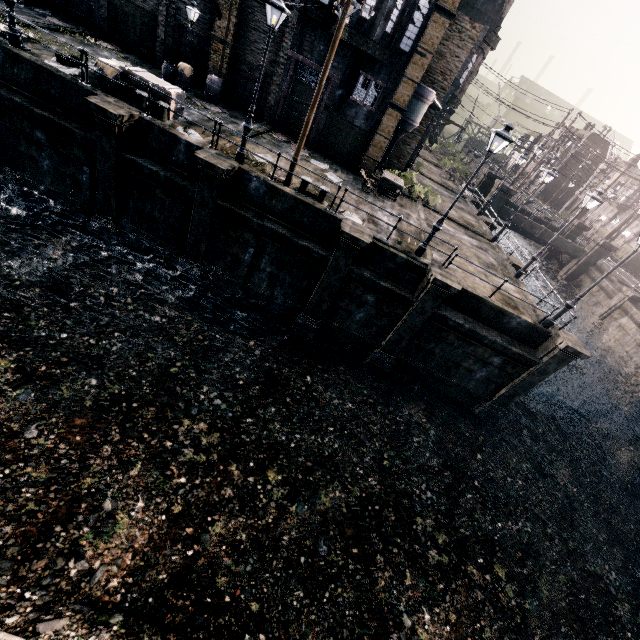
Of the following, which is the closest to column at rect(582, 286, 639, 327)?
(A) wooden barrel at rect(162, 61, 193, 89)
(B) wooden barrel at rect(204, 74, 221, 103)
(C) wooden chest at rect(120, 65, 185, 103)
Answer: (B) wooden barrel at rect(204, 74, 221, 103)

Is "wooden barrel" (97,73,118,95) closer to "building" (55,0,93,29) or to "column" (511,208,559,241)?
"building" (55,0,93,29)

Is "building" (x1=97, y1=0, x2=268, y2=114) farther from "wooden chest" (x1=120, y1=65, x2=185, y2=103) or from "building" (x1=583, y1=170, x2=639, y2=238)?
"building" (x1=583, y1=170, x2=639, y2=238)

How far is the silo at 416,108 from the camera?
19.9m

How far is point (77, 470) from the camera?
9.6m

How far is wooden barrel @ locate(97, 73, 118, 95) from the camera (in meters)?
13.91

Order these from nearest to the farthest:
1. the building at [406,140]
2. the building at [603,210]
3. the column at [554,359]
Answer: the column at [554,359] < the building at [406,140] < the building at [603,210]

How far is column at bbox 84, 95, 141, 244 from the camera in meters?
12.9 m
